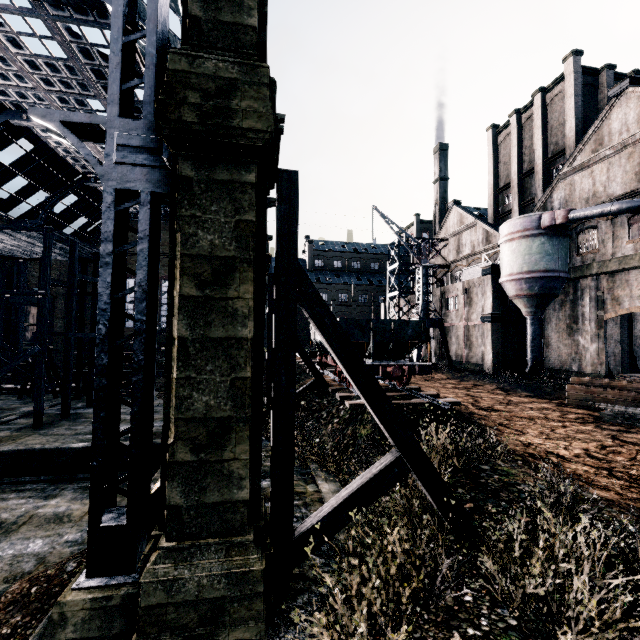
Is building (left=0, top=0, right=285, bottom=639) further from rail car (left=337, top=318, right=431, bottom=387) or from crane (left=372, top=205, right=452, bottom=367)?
rail car (left=337, top=318, right=431, bottom=387)

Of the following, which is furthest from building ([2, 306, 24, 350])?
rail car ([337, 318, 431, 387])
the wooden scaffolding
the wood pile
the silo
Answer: the wooden scaffolding

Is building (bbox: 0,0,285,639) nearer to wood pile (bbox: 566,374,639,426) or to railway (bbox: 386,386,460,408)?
wood pile (bbox: 566,374,639,426)

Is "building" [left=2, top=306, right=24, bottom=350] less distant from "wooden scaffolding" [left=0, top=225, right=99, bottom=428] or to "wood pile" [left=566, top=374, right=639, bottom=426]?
"wood pile" [left=566, top=374, right=639, bottom=426]

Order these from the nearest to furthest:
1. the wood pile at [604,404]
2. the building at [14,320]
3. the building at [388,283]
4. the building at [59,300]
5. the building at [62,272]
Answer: the wood pile at [604,404], the building at [14,320], the building at [388,283], the building at [62,272], the building at [59,300]

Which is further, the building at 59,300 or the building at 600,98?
the building at 59,300

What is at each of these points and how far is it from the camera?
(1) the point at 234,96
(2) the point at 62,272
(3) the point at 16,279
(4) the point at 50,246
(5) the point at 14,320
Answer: (1) building, 6.3 meters
(2) building, 48.0 meters
(3) building, 38.1 meters
(4) wooden scaffolding, 19.2 meters
(5) building, 37.6 meters
